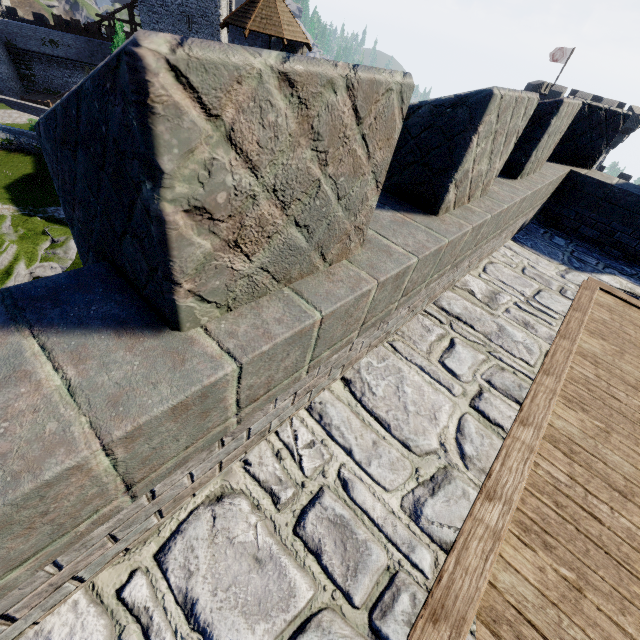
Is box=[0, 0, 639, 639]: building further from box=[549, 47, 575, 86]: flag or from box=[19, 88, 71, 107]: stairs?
box=[19, 88, 71, 107]: stairs

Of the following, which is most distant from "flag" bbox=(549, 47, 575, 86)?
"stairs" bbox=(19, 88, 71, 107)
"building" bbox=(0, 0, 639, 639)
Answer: "stairs" bbox=(19, 88, 71, 107)

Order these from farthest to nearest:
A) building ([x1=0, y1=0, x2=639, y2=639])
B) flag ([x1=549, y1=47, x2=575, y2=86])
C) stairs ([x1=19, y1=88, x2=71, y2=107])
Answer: stairs ([x1=19, y1=88, x2=71, y2=107]) < flag ([x1=549, y1=47, x2=575, y2=86]) < building ([x1=0, y1=0, x2=639, y2=639])

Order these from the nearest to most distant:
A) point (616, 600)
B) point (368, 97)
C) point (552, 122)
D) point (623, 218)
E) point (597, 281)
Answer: point (368, 97)
point (616, 600)
point (552, 122)
point (597, 281)
point (623, 218)

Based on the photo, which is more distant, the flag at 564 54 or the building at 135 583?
the flag at 564 54

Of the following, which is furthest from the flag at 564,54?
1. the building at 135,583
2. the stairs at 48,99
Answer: the stairs at 48,99
